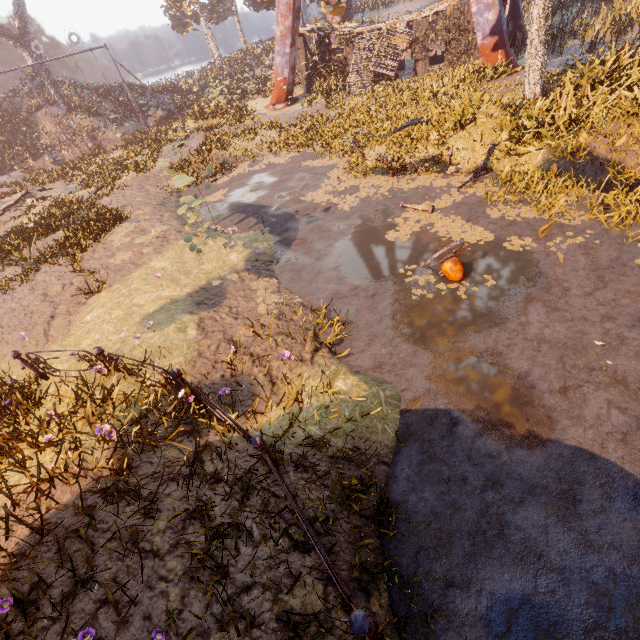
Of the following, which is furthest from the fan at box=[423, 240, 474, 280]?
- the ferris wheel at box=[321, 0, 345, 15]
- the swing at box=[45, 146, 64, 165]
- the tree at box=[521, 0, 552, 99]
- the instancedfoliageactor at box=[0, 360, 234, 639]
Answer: the swing at box=[45, 146, 64, 165]

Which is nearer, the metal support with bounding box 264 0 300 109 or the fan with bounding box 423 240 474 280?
the fan with bounding box 423 240 474 280

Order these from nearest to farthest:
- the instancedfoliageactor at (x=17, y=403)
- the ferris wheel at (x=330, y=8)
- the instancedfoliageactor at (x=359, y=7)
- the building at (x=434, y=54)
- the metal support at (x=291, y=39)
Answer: the instancedfoliageactor at (x=17, y=403)
the building at (x=434, y=54)
the metal support at (x=291, y=39)
the ferris wheel at (x=330, y=8)
the instancedfoliageactor at (x=359, y=7)

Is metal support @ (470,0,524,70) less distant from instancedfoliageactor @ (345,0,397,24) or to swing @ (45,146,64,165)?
instancedfoliageactor @ (345,0,397,24)

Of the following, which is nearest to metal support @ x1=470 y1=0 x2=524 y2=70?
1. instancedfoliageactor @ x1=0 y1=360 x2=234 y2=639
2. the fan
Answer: instancedfoliageactor @ x1=0 y1=360 x2=234 y2=639

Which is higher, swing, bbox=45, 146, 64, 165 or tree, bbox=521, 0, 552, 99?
tree, bbox=521, 0, 552, 99

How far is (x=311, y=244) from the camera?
9.9m

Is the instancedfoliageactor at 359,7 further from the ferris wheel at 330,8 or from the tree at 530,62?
the tree at 530,62
